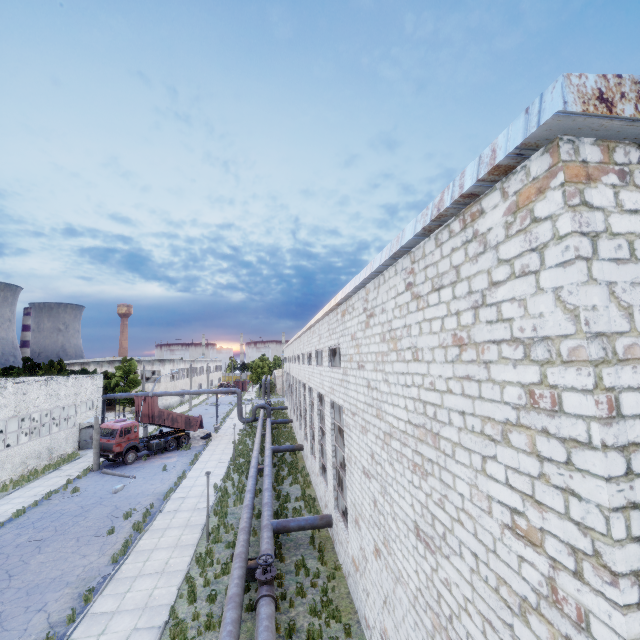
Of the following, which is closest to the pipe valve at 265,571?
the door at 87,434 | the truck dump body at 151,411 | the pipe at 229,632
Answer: the pipe at 229,632

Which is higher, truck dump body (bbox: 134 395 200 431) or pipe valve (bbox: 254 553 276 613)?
truck dump body (bbox: 134 395 200 431)

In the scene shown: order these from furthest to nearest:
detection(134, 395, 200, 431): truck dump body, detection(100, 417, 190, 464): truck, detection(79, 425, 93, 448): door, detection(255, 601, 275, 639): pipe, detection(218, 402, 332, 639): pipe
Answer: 1. detection(79, 425, 93, 448): door
2. detection(134, 395, 200, 431): truck dump body
3. detection(100, 417, 190, 464): truck
4. detection(218, 402, 332, 639): pipe
5. detection(255, 601, 275, 639): pipe

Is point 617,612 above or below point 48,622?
above

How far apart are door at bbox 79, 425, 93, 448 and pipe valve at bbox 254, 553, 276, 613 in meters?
32.5 m

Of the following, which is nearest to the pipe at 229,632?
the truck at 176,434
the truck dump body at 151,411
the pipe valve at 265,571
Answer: the pipe valve at 265,571

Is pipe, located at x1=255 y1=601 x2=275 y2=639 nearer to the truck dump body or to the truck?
the truck dump body

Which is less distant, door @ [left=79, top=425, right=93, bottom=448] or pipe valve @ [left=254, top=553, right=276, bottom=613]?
pipe valve @ [left=254, top=553, right=276, bottom=613]
